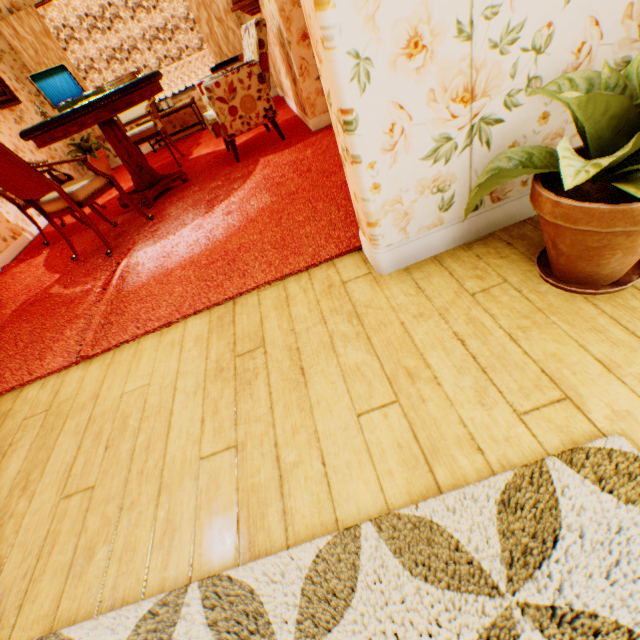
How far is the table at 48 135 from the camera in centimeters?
300cm

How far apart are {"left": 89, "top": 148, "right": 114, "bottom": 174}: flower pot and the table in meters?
2.6 m

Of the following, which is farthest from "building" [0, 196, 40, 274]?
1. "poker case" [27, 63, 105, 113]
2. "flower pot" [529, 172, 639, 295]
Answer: "poker case" [27, 63, 105, 113]

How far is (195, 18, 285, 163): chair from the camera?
3.54m

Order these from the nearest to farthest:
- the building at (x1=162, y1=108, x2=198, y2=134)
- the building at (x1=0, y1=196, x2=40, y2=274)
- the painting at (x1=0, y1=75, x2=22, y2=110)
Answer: the building at (x1=0, y1=196, x2=40, y2=274)
the painting at (x1=0, y1=75, x2=22, y2=110)
the building at (x1=162, y1=108, x2=198, y2=134)

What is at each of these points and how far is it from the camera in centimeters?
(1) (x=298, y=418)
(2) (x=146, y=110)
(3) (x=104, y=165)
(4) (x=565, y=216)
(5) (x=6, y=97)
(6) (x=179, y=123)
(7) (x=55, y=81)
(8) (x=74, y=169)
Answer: (1) building, 133cm
(2) chair, 456cm
(3) flower pot, 645cm
(4) flower pot, 110cm
(5) painting, 536cm
(6) building, 688cm
(7) poker case, 364cm
(8) building, 646cm

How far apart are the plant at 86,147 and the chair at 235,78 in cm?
316

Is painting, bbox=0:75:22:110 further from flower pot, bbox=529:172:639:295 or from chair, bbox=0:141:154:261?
flower pot, bbox=529:172:639:295
